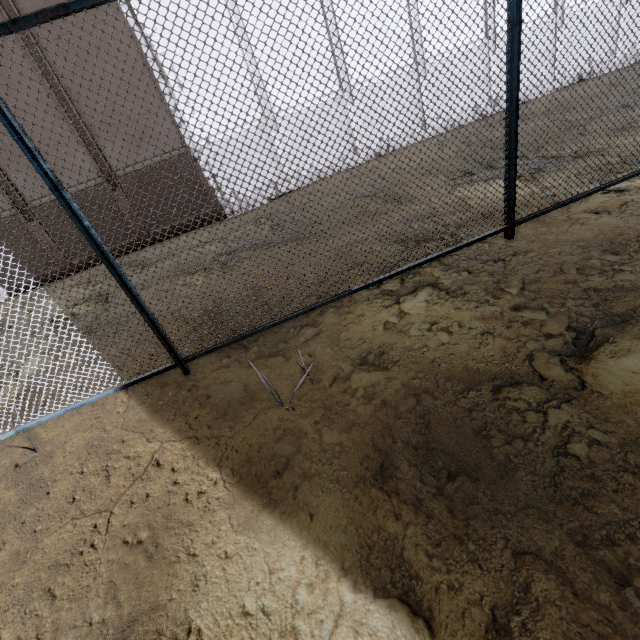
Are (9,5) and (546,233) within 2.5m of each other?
no
